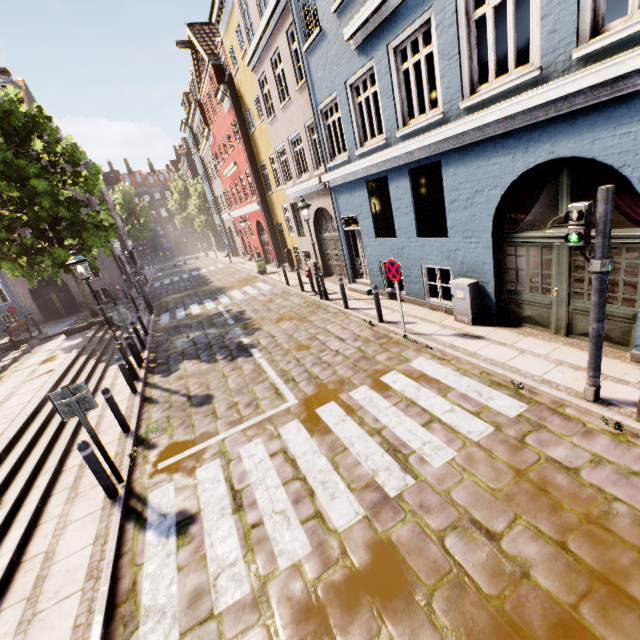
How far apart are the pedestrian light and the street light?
10.2 meters

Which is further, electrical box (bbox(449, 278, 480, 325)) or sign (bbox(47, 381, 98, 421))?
electrical box (bbox(449, 278, 480, 325))

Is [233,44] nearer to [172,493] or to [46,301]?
[172,493]

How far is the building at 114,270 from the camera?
25.3 meters

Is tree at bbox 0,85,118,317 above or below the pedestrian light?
above

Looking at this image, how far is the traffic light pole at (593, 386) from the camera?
4.10m

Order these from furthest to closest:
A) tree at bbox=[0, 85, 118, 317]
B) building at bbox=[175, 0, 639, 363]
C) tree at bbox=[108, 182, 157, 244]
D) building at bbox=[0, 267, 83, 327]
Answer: tree at bbox=[108, 182, 157, 244], building at bbox=[0, 267, 83, 327], tree at bbox=[0, 85, 118, 317], building at bbox=[175, 0, 639, 363]

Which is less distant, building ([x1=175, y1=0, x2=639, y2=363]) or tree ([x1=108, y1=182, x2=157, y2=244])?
building ([x1=175, y1=0, x2=639, y2=363])
